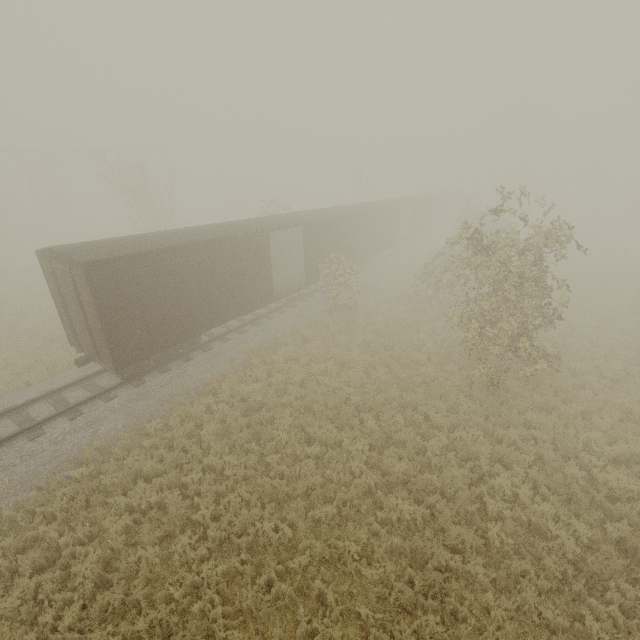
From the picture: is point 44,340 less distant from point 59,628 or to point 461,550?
point 59,628

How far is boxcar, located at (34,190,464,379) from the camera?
10.1 meters

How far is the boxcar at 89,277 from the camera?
10.09m
